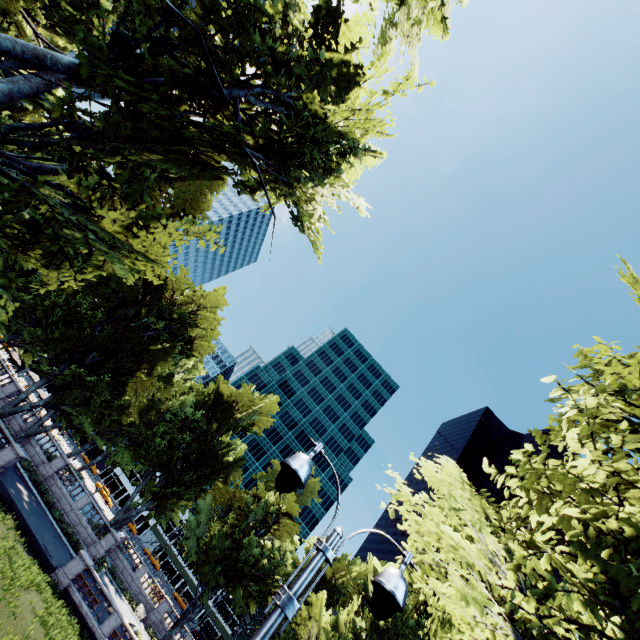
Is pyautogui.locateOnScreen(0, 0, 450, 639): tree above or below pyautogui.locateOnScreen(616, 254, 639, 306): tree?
below

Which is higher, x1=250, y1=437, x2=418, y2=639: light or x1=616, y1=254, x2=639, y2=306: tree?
x1=616, y1=254, x2=639, y2=306: tree

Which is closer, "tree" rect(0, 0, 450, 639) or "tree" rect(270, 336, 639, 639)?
"tree" rect(270, 336, 639, 639)

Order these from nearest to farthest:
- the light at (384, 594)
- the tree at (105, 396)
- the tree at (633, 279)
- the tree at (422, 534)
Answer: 1. the light at (384, 594)
2. the tree at (422, 534)
3. the tree at (105, 396)
4. the tree at (633, 279)

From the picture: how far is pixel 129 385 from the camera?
31.06m

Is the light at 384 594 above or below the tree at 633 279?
below

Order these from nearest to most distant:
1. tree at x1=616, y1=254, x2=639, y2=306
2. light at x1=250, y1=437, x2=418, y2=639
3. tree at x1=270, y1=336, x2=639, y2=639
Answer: light at x1=250, y1=437, x2=418, y2=639 < tree at x1=270, y1=336, x2=639, y2=639 < tree at x1=616, y1=254, x2=639, y2=306
